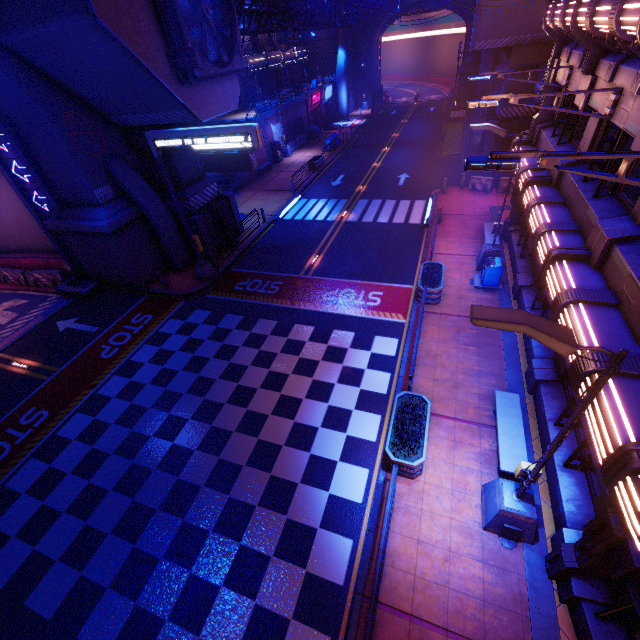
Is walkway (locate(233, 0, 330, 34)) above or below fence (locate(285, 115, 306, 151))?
above

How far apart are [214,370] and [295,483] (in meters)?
5.78

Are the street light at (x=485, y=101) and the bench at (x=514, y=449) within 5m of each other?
no

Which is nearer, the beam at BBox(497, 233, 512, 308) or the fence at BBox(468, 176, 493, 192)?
the beam at BBox(497, 233, 512, 308)

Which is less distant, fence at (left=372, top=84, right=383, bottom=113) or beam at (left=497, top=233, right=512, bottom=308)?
beam at (left=497, top=233, right=512, bottom=308)

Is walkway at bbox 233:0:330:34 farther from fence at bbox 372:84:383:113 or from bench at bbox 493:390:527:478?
bench at bbox 493:390:527:478

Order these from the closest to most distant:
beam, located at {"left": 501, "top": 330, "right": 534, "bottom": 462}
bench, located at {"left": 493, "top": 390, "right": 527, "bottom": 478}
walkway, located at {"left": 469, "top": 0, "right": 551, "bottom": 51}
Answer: bench, located at {"left": 493, "top": 390, "right": 527, "bottom": 478} < beam, located at {"left": 501, "top": 330, "right": 534, "bottom": 462} < walkway, located at {"left": 469, "top": 0, "right": 551, "bottom": 51}

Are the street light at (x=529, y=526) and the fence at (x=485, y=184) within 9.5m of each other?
no
